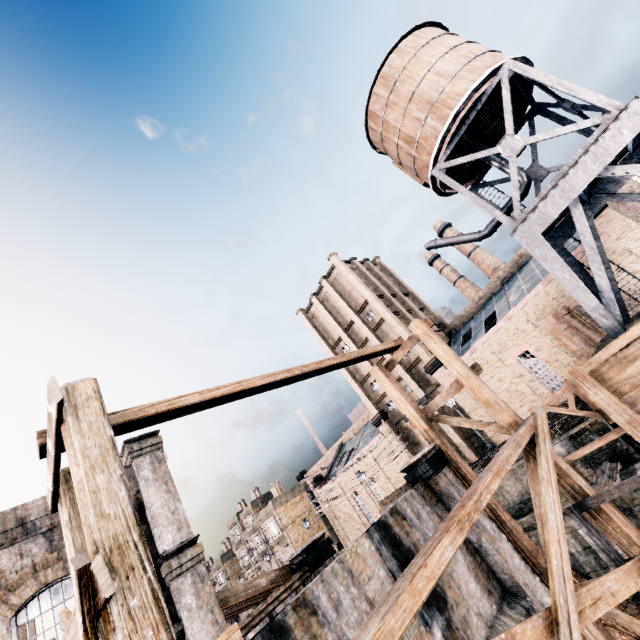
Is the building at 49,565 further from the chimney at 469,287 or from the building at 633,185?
the chimney at 469,287

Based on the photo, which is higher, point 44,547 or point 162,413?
point 44,547

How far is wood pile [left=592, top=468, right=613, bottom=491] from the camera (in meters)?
13.58

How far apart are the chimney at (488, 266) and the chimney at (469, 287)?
2.6 meters

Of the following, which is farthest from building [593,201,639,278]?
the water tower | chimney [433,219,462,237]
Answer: chimney [433,219,462,237]

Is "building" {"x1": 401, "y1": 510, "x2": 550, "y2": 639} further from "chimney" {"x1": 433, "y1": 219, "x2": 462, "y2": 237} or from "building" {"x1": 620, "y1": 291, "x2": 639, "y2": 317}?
"chimney" {"x1": 433, "y1": 219, "x2": 462, "y2": 237}

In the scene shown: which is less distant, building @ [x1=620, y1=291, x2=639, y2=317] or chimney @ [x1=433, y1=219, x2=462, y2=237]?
building @ [x1=620, y1=291, x2=639, y2=317]

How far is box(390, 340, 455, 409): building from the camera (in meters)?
34.50
